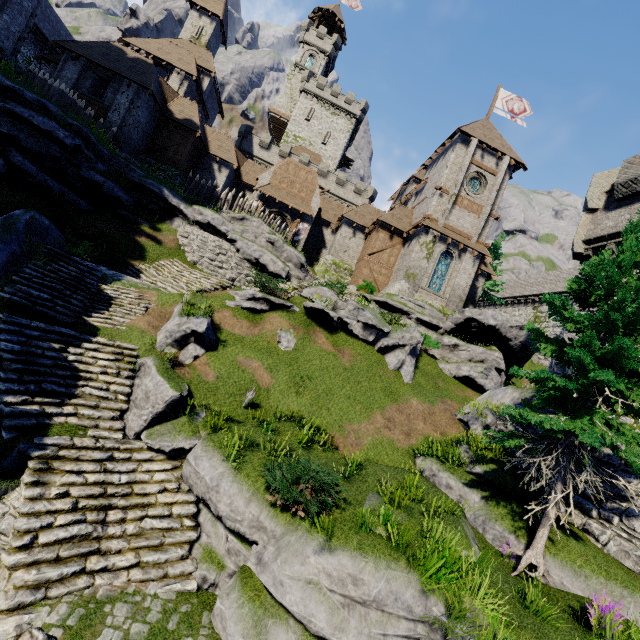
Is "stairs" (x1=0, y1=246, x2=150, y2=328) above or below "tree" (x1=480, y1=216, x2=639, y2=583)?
below

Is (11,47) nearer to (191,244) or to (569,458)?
(191,244)

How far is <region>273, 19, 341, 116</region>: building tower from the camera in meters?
54.2 m

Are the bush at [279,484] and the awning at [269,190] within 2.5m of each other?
no

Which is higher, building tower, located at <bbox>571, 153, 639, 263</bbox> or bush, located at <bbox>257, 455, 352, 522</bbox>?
building tower, located at <bbox>571, 153, 639, 263</bbox>

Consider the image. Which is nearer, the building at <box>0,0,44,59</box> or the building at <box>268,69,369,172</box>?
the building at <box>0,0,44,59</box>

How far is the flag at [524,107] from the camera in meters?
31.9 m

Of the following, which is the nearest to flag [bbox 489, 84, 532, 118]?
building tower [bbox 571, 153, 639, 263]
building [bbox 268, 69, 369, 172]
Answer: building tower [bbox 571, 153, 639, 263]
